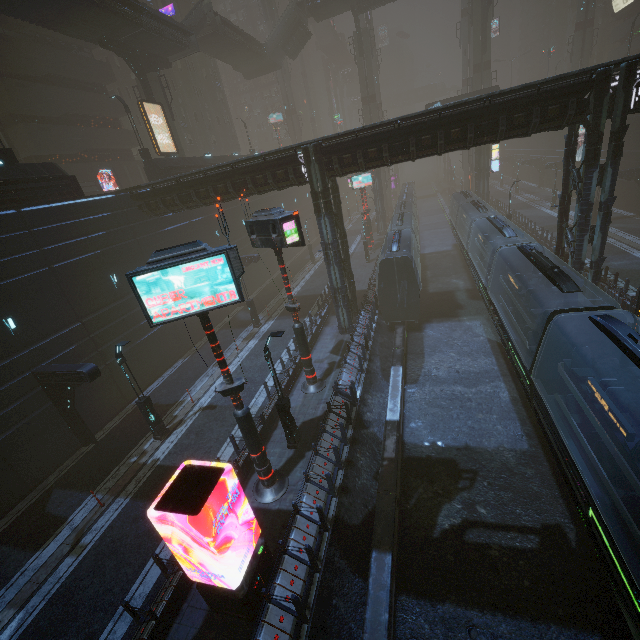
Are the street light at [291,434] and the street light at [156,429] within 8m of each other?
yes

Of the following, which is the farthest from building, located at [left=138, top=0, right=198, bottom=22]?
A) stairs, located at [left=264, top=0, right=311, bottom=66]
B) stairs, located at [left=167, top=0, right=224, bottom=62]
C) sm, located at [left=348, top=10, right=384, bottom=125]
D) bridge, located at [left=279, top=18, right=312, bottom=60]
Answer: bridge, located at [left=279, top=18, right=312, bottom=60]

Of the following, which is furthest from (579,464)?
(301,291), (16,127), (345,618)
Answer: (16,127)

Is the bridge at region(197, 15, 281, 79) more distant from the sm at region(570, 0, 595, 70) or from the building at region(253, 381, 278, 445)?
the sm at region(570, 0, 595, 70)

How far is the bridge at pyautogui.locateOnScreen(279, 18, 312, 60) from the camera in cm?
4294

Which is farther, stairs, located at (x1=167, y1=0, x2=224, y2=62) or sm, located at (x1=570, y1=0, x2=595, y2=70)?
sm, located at (x1=570, y1=0, x2=595, y2=70)

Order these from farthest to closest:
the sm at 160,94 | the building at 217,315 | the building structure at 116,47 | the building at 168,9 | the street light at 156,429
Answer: the building at 168,9
the building at 217,315
the sm at 160,94
the building structure at 116,47
the street light at 156,429

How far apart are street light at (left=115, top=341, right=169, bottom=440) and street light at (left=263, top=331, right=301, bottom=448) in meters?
6.6 m
